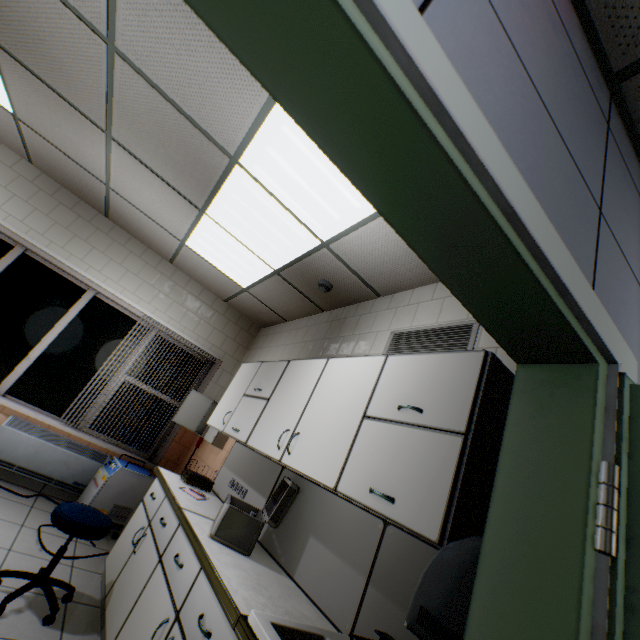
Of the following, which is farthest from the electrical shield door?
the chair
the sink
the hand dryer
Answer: the hand dryer

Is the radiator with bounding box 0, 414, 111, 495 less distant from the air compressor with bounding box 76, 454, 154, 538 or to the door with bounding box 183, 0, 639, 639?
the air compressor with bounding box 76, 454, 154, 538

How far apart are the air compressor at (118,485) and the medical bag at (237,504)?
2.1m

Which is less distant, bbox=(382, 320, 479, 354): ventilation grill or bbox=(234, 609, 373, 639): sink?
bbox=(234, 609, 373, 639): sink

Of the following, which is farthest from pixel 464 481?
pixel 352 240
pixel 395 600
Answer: pixel 352 240

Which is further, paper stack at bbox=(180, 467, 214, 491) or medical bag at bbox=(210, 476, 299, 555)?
paper stack at bbox=(180, 467, 214, 491)

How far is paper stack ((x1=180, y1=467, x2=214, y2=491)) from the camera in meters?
3.1 m

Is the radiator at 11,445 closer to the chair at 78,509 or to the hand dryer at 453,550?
the chair at 78,509
